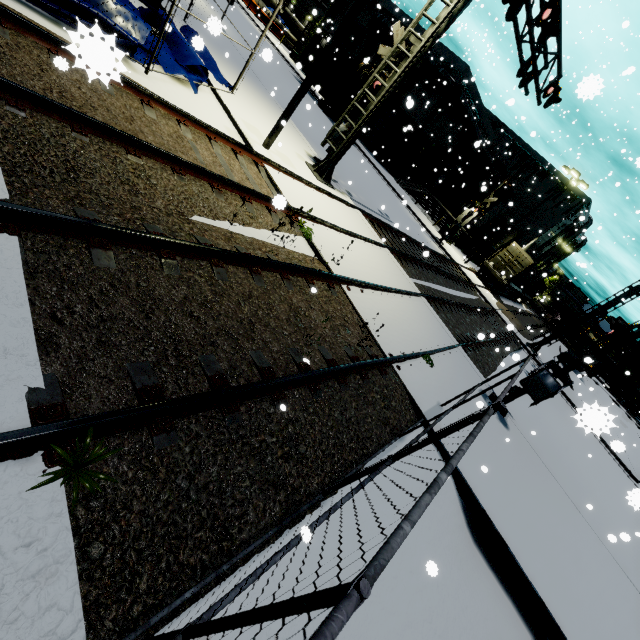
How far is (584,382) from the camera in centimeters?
3838cm

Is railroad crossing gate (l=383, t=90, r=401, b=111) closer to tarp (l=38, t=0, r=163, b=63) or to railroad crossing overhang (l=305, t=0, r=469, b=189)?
railroad crossing overhang (l=305, t=0, r=469, b=189)

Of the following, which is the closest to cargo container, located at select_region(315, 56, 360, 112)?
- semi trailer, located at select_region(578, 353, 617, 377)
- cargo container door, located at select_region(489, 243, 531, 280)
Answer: cargo container door, located at select_region(489, 243, 531, 280)

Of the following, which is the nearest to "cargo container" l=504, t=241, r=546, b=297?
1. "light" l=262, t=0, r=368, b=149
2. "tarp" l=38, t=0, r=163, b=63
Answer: "tarp" l=38, t=0, r=163, b=63

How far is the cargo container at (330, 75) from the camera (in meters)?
28.44

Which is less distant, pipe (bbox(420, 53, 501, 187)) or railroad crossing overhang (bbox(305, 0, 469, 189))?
railroad crossing overhang (bbox(305, 0, 469, 189))

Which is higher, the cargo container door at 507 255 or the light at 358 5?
the light at 358 5

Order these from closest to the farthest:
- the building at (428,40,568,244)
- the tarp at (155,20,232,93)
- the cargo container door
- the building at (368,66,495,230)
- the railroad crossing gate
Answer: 1. the tarp at (155,20,232,93)
2. the railroad crossing gate
3. the cargo container door
4. the building at (428,40,568,244)
5. the building at (368,66,495,230)
